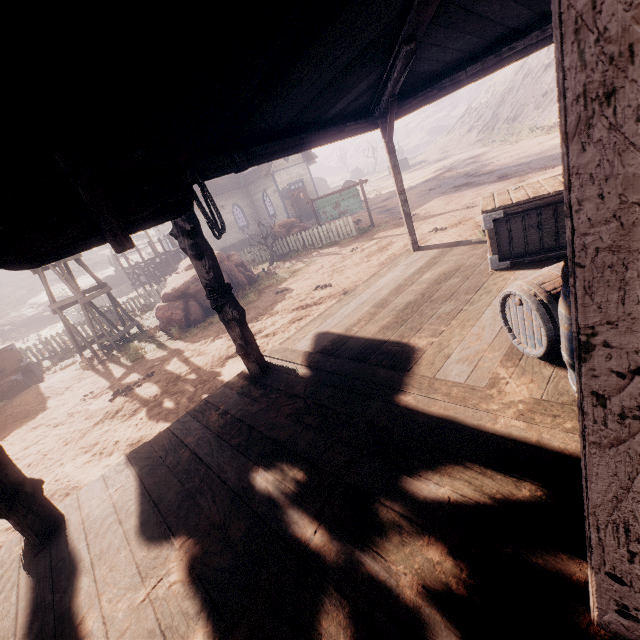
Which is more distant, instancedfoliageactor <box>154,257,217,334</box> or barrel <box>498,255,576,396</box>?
instancedfoliageactor <box>154,257,217,334</box>

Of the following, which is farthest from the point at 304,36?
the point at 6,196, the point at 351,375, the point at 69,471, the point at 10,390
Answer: the point at 10,390

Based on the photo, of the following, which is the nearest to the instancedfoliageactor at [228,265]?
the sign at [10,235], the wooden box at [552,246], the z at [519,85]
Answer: the z at [519,85]

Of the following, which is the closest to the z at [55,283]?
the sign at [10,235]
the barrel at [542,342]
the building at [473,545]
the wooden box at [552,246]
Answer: the building at [473,545]

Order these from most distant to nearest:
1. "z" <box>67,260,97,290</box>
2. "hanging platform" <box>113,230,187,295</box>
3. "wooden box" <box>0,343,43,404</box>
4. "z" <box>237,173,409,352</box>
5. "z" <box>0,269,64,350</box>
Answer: "z" <box>67,260,97,290</box>, "z" <box>0,269,64,350</box>, "hanging platform" <box>113,230,187,295</box>, "wooden box" <box>0,343,43,404</box>, "z" <box>237,173,409,352</box>

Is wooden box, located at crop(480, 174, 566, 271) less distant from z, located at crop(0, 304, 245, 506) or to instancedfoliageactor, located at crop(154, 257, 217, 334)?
z, located at crop(0, 304, 245, 506)

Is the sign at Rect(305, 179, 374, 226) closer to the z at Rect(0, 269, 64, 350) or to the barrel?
the z at Rect(0, 269, 64, 350)

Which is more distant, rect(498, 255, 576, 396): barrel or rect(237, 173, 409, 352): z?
rect(237, 173, 409, 352): z
